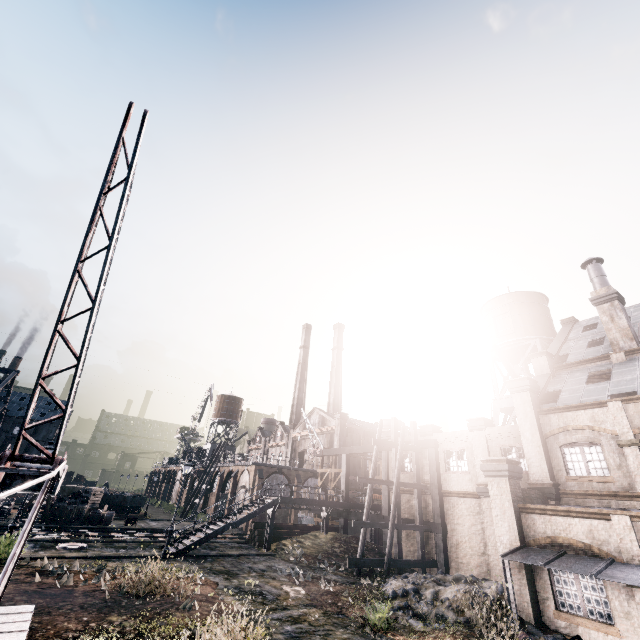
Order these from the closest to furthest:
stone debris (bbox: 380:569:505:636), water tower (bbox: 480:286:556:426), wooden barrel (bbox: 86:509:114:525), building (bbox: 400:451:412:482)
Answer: stone debris (bbox: 380:569:505:636) < building (bbox: 400:451:412:482) < water tower (bbox: 480:286:556:426) < wooden barrel (bbox: 86:509:114:525)

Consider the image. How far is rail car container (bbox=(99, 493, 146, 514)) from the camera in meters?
45.8

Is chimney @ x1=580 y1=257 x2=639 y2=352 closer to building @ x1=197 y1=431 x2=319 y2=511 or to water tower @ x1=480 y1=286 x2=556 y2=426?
water tower @ x1=480 y1=286 x2=556 y2=426

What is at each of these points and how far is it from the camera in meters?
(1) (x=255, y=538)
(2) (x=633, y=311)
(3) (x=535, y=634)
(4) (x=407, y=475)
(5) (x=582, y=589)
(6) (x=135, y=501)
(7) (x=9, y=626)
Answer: (1) wood pile, 27.8
(2) building, 28.1
(3) stone debris, 12.7
(4) building, 28.5
(5) building, 13.1
(6) rail car container, 47.6
(7) metal box, 8.2

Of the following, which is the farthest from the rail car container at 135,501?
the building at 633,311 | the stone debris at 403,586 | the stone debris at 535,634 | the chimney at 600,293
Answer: the chimney at 600,293

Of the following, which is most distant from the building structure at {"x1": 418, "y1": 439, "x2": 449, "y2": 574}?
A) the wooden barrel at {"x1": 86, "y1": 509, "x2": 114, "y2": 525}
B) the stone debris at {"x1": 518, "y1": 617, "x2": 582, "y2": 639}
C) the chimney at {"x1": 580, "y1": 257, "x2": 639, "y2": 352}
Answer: the wooden barrel at {"x1": 86, "y1": 509, "x2": 114, "y2": 525}

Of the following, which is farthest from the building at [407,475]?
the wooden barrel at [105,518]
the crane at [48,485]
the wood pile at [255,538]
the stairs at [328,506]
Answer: the wooden barrel at [105,518]

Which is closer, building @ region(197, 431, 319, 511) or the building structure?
the building structure
